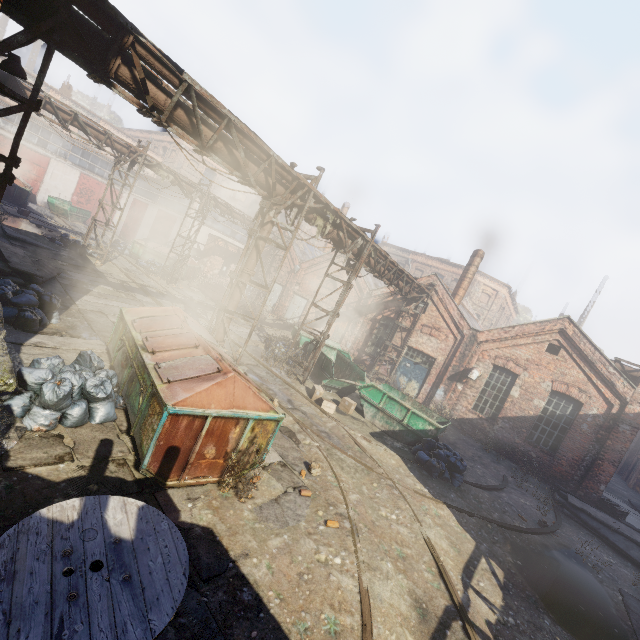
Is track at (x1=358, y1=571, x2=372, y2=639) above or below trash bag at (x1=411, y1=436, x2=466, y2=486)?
below

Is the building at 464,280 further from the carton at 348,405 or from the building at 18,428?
the building at 18,428

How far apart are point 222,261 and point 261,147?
21.19m

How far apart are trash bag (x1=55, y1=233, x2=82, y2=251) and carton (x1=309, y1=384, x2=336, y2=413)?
14.7 meters

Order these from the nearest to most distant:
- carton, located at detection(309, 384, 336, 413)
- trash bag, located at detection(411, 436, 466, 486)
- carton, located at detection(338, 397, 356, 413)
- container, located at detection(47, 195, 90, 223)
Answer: trash bag, located at detection(411, 436, 466, 486) → carton, located at detection(309, 384, 336, 413) → carton, located at detection(338, 397, 356, 413) → container, located at detection(47, 195, 90, 223)

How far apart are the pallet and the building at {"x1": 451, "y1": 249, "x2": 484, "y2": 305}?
Answer: 11.22m

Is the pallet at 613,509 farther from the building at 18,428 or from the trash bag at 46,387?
the building at 18,428

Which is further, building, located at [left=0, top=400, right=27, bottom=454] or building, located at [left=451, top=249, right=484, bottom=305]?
building, located at [left=451, top=249, right=484, bottom=305]
